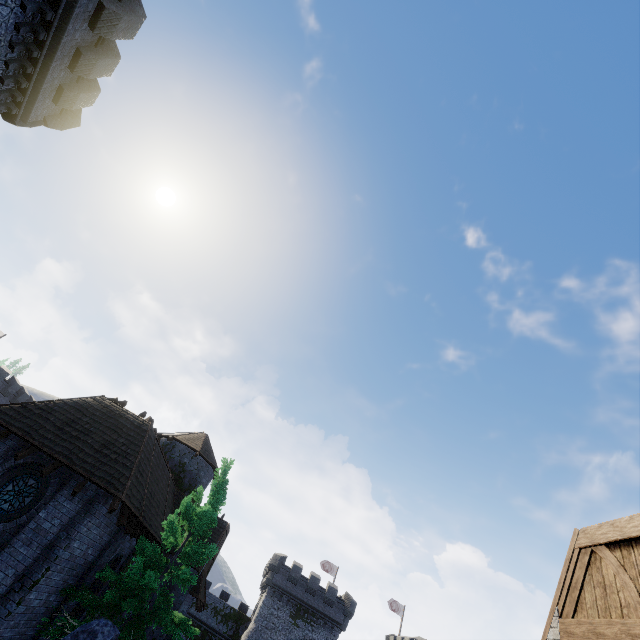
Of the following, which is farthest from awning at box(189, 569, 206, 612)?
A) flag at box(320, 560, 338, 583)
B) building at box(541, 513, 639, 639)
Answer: flag at box(320, 560, 338, 583)

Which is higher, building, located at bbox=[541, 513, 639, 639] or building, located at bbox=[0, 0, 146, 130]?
building, located at bbox=[0, 0, 146, 130]

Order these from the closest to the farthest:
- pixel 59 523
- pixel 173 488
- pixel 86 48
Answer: pixel 59 523 < pixel 86 48 < pixel 173 488

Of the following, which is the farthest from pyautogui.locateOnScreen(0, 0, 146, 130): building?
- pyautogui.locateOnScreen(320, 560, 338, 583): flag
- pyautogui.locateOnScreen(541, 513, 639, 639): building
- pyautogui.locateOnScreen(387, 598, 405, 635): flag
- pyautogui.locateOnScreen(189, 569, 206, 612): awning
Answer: pyautogui.locateOnScreen(387, 598, 405, 635): flag

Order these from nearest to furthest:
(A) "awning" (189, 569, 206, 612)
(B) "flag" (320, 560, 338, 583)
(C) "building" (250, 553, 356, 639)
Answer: (A) "awning" (189, 569, 206, 612) < (C) "building" (250, 553, 356, 639) < (B) "flag" (320, 560, 338, 583)

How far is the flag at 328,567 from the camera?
49.4 meters

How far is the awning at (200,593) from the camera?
19.44m

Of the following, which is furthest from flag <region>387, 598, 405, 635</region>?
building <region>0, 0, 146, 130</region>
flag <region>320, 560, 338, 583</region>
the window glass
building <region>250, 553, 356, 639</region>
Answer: building <region>0, 0, 146, 130</region>
